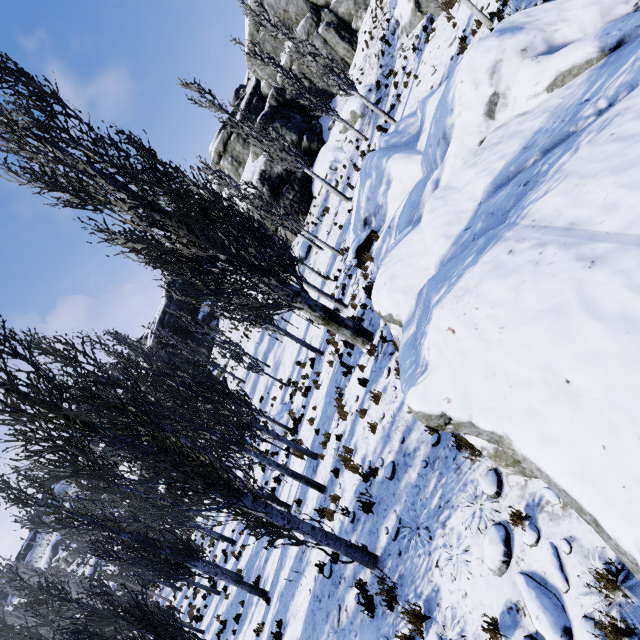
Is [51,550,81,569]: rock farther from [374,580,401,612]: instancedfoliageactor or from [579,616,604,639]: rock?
[579,616,604,639]: rock

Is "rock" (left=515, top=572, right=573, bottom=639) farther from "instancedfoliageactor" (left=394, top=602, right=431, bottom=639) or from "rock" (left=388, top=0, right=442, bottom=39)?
"rock" (left=388, top=0, right=442, bottom=39)

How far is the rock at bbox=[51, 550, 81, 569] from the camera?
55.7m

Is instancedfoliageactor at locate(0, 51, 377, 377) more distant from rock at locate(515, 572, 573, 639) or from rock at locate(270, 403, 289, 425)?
rock at locate(270, 403, 289, 425)

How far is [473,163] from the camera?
7.3 meters

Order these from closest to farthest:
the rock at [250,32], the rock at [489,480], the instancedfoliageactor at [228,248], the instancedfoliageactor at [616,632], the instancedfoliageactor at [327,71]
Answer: the instancedfoliageactor at [616,632]
the rock at [489,480]
the instancedfoliageactor at [228,248]
the instancedfoliageactor at [327,71]
the rock at [250,32]

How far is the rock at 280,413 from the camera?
19.44m

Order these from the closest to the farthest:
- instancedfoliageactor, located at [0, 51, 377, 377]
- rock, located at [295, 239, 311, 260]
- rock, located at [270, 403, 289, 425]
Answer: instancedfoliageactor, located at [0, 51, 377, 377], rock, located at [270, 403, 289, 425], rock, located at [295, 239, 311, 260]
